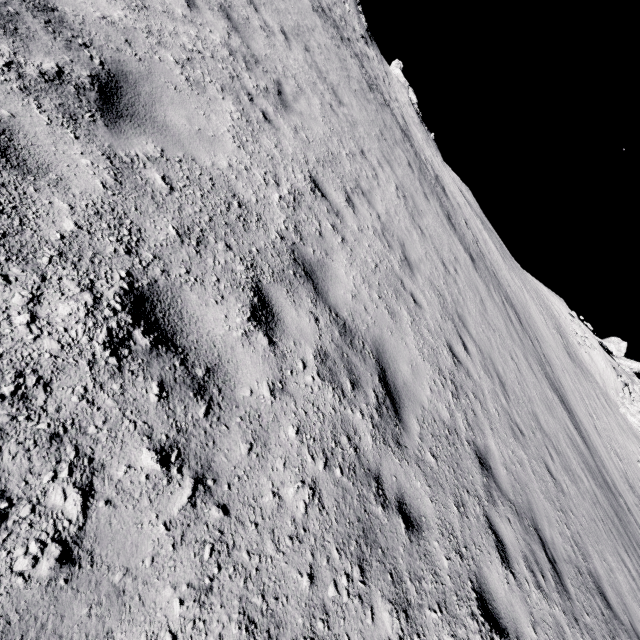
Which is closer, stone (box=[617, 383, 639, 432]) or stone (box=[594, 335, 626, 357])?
stone (box=[617, 383, 639, 432])

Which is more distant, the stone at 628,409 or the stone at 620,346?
the stone at 620,346

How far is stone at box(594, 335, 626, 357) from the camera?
52.79m

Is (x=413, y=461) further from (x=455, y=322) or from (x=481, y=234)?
(x=481, y=234)

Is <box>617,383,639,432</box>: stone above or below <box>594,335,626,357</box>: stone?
below

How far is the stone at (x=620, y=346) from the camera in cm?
5279
